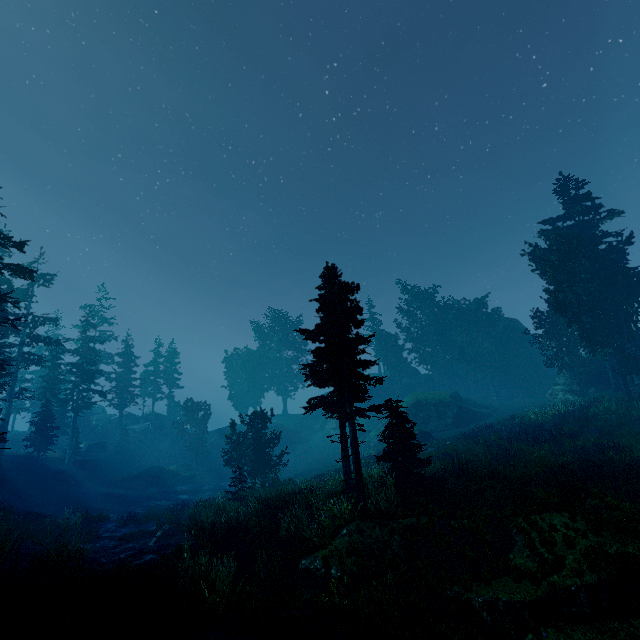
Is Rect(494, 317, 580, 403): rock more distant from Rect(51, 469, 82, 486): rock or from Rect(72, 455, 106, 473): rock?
Rect(51, 469, 82, 486): rock

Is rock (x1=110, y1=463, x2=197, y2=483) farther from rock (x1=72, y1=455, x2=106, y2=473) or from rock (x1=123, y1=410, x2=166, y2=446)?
rock (x1=123, y1=410, x2=166, y2=446)

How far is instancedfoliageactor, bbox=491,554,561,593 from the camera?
7.0m

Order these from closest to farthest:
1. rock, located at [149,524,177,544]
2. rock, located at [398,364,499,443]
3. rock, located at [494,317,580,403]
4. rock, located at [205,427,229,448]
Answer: rock, located at [149,524,177,544] < rock, located at [494,317,580,403] < rock, located at [398,364,499,443] < rock, located at [205,427,229,448]

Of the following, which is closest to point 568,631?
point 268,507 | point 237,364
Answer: point 268,507

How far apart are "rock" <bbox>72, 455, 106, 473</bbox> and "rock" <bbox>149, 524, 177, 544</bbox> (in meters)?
30.02

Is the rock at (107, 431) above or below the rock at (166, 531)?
above

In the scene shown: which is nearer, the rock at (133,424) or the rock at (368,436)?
the rock at (368,436)
